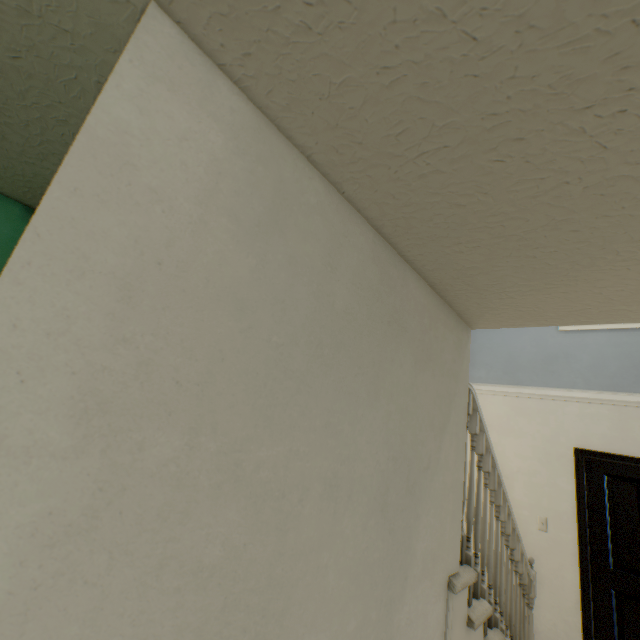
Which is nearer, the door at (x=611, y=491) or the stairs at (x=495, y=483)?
the stairs at (x=495, y=483)

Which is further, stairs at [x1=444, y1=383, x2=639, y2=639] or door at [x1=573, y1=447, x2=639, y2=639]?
door at [x1=573, y1=447, x2=639, y2=639]

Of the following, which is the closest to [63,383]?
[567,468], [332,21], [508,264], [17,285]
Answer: [17,285]
